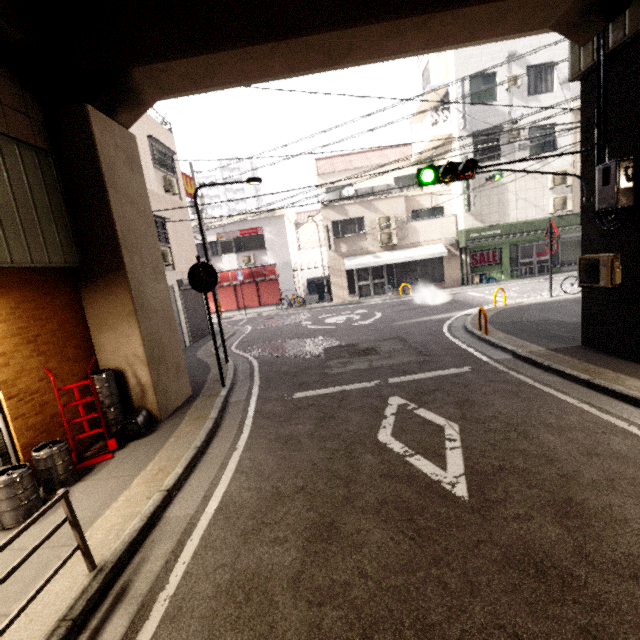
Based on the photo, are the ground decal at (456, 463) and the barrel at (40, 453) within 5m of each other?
yes

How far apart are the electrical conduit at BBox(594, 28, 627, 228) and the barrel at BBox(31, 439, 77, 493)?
9.28m

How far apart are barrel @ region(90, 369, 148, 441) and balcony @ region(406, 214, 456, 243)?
17.4m

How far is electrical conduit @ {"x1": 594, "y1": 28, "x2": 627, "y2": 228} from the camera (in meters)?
5.37

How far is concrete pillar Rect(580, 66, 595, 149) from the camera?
5.8m

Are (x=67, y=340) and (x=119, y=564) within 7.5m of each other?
yes

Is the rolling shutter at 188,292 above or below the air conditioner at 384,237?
below

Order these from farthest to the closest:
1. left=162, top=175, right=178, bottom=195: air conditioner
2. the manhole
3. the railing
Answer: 1. left=162, top=175, right=178, bottom=195: air conditioner
2. the manhole
3. the railing
